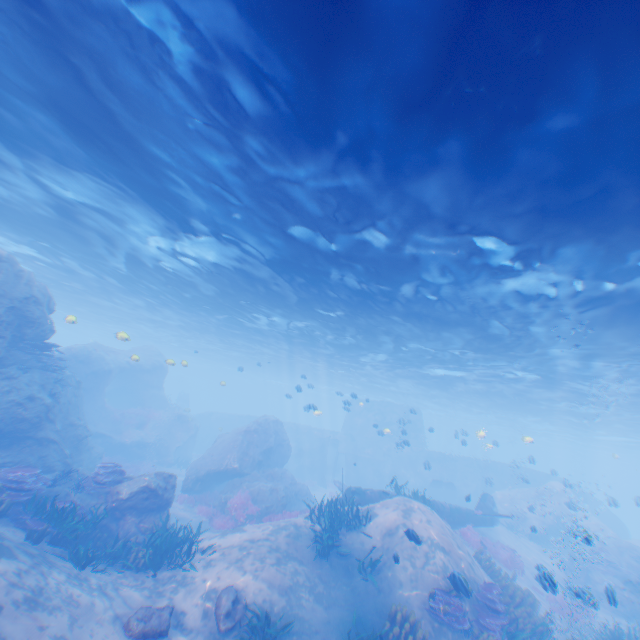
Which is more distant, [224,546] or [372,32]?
[224,546]

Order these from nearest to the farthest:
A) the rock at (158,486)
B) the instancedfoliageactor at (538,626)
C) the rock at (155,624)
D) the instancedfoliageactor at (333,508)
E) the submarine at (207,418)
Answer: the rock at (155,624) < the instancedfoliageactor at (538,626) < the instancedfoliageactor at (333,508) < the rock at (158,486) < the submarine at (207,418)

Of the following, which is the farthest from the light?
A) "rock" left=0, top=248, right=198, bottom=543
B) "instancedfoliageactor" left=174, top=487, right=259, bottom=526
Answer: "instancedfoliageactor" left=174, top=487, right=259, bottom=526

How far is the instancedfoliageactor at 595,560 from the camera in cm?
1852

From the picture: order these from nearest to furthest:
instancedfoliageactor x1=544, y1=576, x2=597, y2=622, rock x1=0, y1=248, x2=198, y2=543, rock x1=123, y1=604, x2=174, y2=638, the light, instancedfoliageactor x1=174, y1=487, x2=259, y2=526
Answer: the light < rock x1=123, y1=604, x2=174, y2=638 < instancedfoliageactor x1=544, y1=576, x2=597, y2=622 < rock x1=0, y1=248, x2=198, y2=543 < instancedfoliageactor x1=174, y1=487, x2=259, y2=526

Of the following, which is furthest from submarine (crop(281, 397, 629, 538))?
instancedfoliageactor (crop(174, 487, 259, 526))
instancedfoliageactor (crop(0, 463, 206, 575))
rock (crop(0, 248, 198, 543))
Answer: instancedfoliageactor (crop(0, 463, 206, 575))

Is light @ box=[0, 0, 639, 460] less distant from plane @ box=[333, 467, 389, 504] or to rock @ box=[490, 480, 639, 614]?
→ rock @ box=[490, 480, 639, 614]

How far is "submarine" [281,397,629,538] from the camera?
32.9 meters
